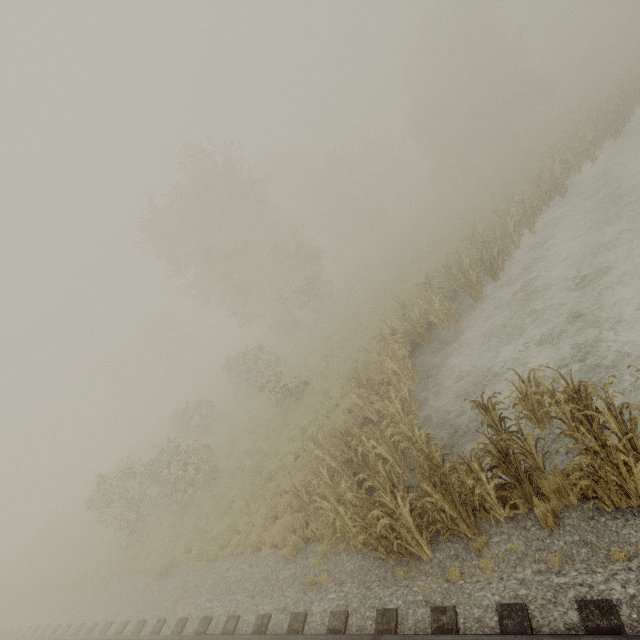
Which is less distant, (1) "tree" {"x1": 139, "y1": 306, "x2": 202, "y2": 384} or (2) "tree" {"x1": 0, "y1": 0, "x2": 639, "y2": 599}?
(2) "tree" {"x1": 0, "y1": 0, "x2": 639, "y2": 599}

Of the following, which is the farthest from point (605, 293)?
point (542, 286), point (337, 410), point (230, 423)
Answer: point (230, 423)

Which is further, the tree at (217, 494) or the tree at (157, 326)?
the tree at (157, 326)

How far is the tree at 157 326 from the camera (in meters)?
49.91

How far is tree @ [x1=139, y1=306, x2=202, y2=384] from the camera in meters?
49.9
